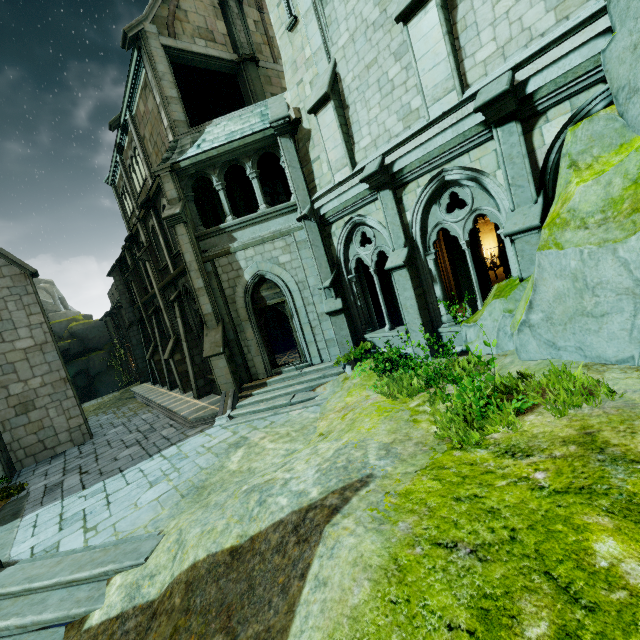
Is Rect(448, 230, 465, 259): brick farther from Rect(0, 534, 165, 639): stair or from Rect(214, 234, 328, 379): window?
Rect(0, 534, 165, 639): stair

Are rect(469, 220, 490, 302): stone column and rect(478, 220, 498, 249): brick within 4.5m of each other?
yes

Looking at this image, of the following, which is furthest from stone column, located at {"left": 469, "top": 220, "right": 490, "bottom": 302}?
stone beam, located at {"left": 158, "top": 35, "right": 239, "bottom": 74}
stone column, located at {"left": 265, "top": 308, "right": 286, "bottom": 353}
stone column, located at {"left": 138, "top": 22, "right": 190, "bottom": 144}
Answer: stone beam, located at {"left": 158, "top": 35, "right": 239, "bottom": 74}

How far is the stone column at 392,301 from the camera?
13.7 meters

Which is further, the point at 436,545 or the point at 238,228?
the point at 238,228

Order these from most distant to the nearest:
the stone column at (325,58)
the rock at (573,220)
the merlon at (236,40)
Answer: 1. the merlon at (236,40)
2. the stone column at (325,58)
3. the rock at (573,220)

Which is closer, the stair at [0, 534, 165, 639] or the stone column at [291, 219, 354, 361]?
the stair at [0, 534, 165, 639]

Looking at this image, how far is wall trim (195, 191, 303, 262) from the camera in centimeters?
1177cm
